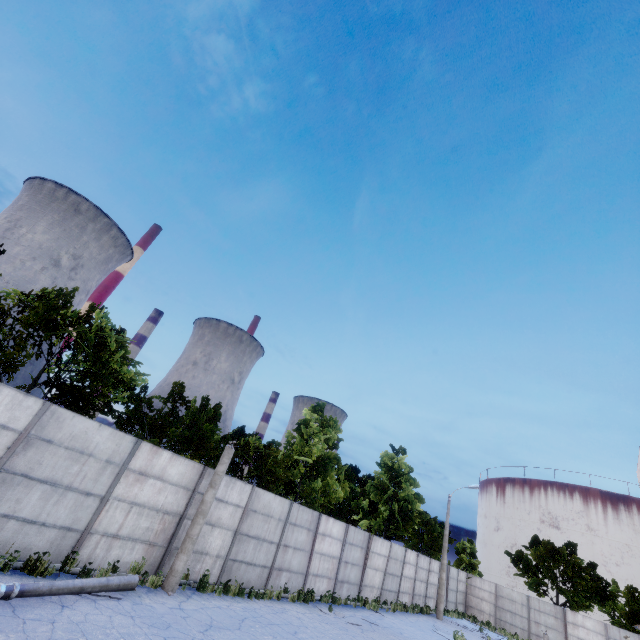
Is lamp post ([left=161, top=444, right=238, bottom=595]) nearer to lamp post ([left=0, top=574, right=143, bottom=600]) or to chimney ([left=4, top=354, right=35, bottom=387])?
lamp post ([left=0, top=574, right=143, bottom=600])

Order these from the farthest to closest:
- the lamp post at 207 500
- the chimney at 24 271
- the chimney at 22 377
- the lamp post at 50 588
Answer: the chimney at 24 271 < the chimney at 22 377 < the lamp post at 207 500 < the lamp post at 50 588

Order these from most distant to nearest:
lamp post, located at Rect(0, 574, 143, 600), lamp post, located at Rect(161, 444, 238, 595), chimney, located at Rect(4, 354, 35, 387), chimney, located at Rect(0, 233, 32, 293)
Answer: chimney, located at Rect(0, 233, 32, 293) → chimney, located at Rect(4, 354, 35, 387) → lamp post, located at Rect(161, 444, 238, 595) → lamp post, located at Rect(0, 574, 143, 600)

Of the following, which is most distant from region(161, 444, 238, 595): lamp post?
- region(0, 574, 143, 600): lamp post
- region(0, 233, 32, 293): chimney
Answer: region(0, 233, 32, 293): chimney

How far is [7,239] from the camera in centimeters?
5978cm

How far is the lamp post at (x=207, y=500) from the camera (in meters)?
10.51

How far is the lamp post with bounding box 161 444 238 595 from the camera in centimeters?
1051cm

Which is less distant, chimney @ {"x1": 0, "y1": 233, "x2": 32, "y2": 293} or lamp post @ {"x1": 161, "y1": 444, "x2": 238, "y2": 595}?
lamp post @ {"x1": 161, "y1": 444, "x2": 238, "y2": 595}
